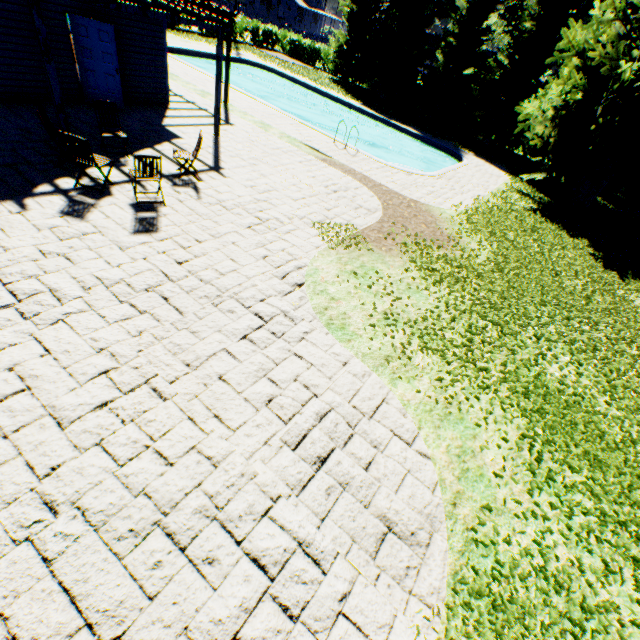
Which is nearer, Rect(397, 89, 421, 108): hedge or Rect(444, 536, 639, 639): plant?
Rect(444, 536, 639, 639): plant

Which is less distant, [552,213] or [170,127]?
[170,127]

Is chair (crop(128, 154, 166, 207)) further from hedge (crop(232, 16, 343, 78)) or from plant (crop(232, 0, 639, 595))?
hedge (crop(232, 16, 343, 78))

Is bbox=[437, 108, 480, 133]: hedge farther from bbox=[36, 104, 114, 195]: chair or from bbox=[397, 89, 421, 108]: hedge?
bbox=[36, 104, 114, 195]: chair

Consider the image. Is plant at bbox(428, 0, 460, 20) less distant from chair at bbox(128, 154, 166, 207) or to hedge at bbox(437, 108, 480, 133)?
hedge at bbox(437, 108, 480, 133)

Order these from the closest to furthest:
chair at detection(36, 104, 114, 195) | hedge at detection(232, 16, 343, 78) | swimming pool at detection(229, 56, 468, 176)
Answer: chair at detection(36, 104, 114, 195), swimming pool at detection(229, 56, 468, 176), hedge at detection(232, 16, 343, 78)

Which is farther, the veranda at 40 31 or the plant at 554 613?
the veranda at 40 31

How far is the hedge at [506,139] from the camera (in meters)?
27.34
